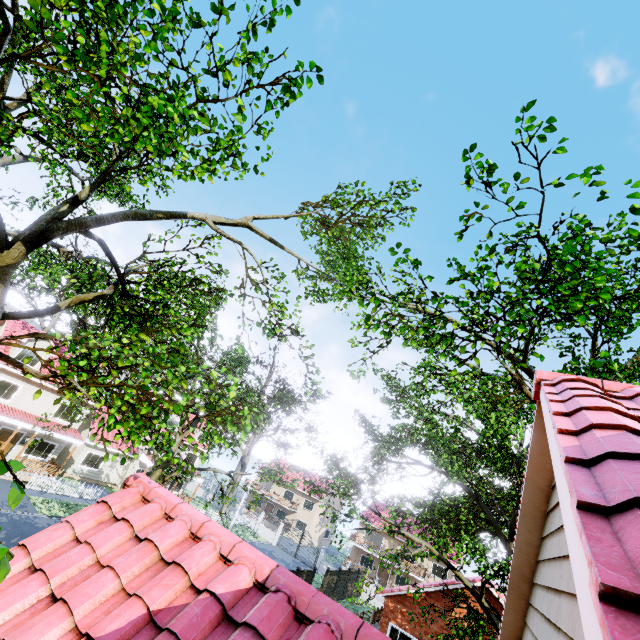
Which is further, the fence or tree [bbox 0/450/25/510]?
the fence

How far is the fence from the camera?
40.62m

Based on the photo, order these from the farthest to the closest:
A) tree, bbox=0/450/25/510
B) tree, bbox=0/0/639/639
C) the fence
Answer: the fence, tree, bbox=0/0/639/639, tree, bbox=0/450/25/510

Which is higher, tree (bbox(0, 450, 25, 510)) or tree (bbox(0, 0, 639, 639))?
tree (bbox(0, 0, 639, 639))

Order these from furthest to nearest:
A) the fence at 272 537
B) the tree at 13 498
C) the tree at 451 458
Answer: the fence at 272 537 → the tree at 451 458 → the tree at 13 498

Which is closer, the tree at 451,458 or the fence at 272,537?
the tree at 451,458

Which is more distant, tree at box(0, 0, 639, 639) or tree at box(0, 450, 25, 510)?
tree at box(0, 0, 639, 639)

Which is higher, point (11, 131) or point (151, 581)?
point (11, 131)
